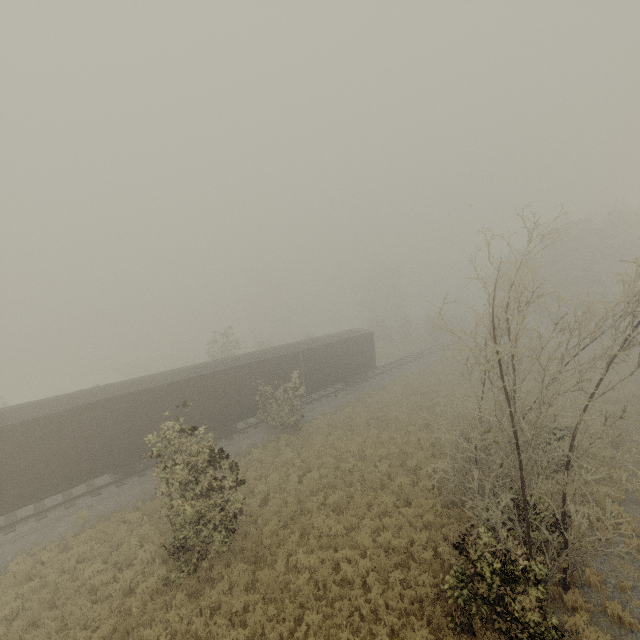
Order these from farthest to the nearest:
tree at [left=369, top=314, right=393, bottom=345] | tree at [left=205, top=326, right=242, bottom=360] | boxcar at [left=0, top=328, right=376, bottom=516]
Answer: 1. tree at [left=369, top=314, right=393, bottom=345]
2. tree at [left=205, top=326, right=242, bottom=360]
3. boxcar at [left=0, top=328, right=376, bottom=516]

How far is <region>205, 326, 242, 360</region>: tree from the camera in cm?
3253

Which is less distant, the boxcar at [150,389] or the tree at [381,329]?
the boxcar at [150,389]

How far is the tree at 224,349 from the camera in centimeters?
3253cm

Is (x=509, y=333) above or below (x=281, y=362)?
above

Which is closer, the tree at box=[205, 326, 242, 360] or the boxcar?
the boxcar
